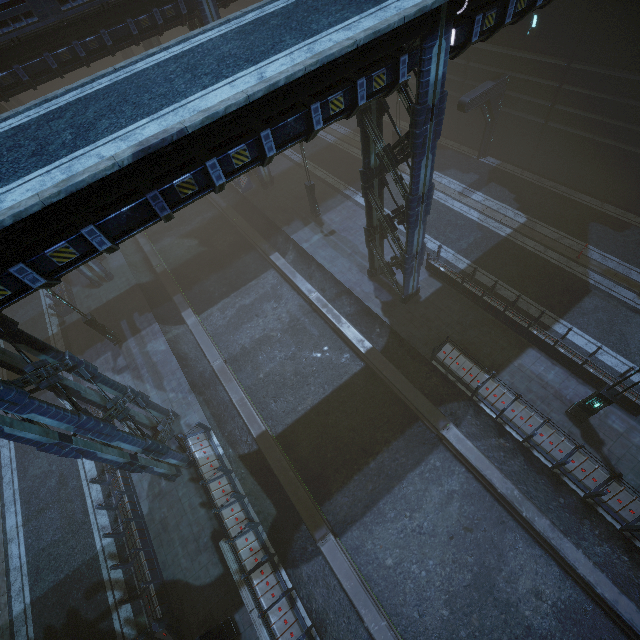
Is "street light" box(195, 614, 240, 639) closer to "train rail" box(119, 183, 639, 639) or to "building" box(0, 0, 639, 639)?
"building" box(0, 0, 639, 639)

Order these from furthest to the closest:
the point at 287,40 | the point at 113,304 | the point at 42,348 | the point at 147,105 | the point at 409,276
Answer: the point at 113,304, the point at 409,276, the point at 42,348, the point at 287,40, the point at 147,105

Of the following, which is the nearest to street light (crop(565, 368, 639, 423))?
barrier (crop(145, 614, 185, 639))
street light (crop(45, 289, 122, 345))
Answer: barrier (crop(145, 614, 185, 639))

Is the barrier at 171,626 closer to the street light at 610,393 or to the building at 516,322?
the building at 516,322

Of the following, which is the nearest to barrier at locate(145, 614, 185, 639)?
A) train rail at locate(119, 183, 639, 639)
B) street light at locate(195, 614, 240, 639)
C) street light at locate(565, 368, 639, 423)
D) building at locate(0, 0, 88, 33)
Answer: street light at locate(195, 614, 240, 639)

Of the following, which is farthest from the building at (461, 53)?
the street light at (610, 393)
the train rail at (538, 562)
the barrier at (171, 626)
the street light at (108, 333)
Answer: the street light at (108, 333)

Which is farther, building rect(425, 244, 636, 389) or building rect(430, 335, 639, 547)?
building rect(425, 244, 636, 389)

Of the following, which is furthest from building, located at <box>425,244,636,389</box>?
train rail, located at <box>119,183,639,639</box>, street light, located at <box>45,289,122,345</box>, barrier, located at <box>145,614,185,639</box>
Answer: street light, located at <box>45,289,122,345</box>
